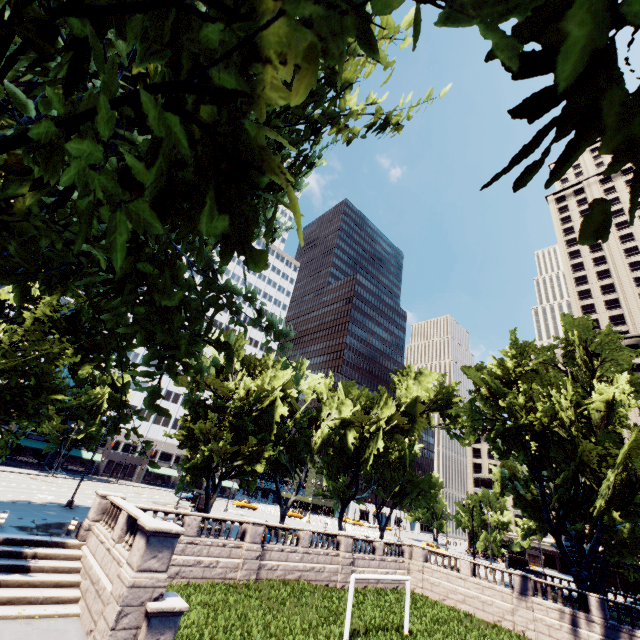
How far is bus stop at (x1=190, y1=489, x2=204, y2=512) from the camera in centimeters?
3872cm

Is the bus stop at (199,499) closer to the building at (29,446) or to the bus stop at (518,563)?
the building at (29,446)

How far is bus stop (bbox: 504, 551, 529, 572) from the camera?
52.9 meters

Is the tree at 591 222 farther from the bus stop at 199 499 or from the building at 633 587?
the building at 633 587

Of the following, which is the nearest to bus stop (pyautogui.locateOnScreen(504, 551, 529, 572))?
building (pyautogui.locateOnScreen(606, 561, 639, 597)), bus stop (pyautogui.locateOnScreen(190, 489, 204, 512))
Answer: building (pyautogui.locateOnScreen(606, 561, 639, 597))

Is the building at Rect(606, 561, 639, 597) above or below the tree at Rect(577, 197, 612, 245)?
below

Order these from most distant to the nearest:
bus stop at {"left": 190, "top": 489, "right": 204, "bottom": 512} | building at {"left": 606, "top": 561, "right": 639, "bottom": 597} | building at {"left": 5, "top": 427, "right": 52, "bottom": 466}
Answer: building at {"left": 5, "top": 427, "right": 52, "bottom": 466}, building at {"left": 606, "top": 561, "right": 639, "bottom": 597}, bus stop at {"left": 190, "top": 489, "right": 204, "bottom": 512}

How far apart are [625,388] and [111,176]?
42.8m
